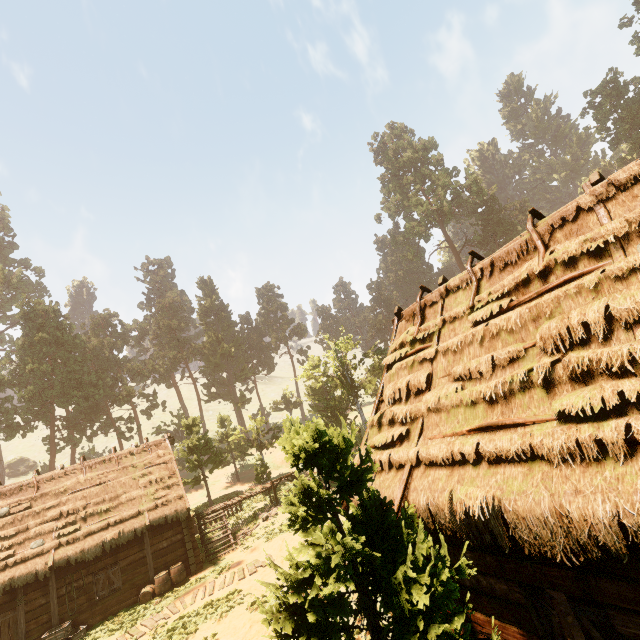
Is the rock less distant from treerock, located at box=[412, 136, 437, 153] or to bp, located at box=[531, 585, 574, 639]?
treerock, located at box=[412, 136, 437, 153]

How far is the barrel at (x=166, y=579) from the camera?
15.8 meters

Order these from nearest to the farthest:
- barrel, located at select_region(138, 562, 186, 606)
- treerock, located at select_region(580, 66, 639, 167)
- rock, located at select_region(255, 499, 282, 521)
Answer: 1. barrel, located at select_region(138, 562, 186, 606)
2. rock, located at select_region(255, 499, 282, 521)
3. treerock, located at select_region(580, 66, 639, 167)

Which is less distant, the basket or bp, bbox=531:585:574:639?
bp, bbox=531:585:574:639

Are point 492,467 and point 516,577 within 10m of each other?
yes

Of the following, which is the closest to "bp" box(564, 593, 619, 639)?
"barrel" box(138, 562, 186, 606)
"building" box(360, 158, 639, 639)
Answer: "building" box(360, 158, 639, 639)

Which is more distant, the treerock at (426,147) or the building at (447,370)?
the treerock at (426,147)

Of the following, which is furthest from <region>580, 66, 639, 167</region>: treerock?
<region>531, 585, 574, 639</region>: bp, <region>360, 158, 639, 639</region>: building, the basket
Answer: the basket
